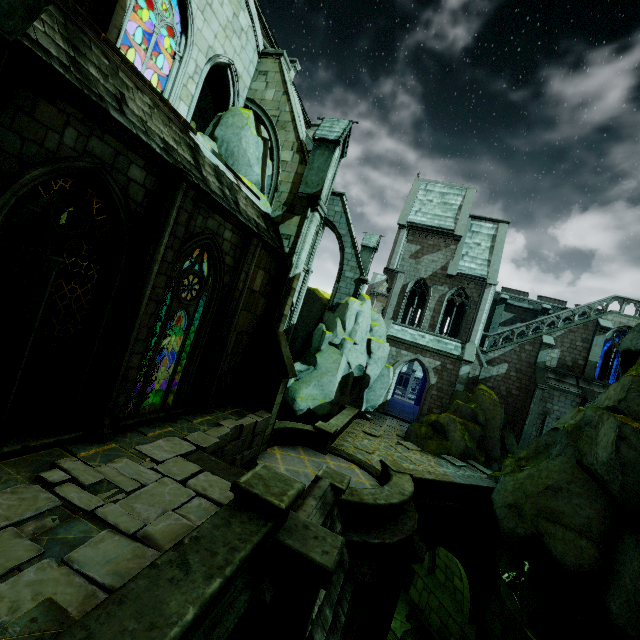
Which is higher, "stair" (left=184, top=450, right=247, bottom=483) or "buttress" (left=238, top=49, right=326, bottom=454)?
"buttress" (left=238, top=49, right=326, bottom=454)

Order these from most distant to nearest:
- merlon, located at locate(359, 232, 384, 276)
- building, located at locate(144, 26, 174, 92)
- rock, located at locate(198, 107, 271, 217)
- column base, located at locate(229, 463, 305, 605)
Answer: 1. merlon, located at locate(359, 232, 384, 276)
2. building, located at locate(144, 26, 174, 92)
3. rock, located at locate(198, 107, 271, 217)
4. column base, located at locate(229, 463, 305, 605)

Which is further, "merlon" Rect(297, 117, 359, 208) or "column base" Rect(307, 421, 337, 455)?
"column base" Rect(307, 421, 337, 455)

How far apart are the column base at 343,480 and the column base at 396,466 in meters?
2.9

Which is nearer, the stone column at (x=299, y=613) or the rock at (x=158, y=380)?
the stone column at (x=299, y=613)

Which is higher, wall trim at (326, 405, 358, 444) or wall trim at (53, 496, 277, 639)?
wall trim at (53, 496, 277, 639)

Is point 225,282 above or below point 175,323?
above

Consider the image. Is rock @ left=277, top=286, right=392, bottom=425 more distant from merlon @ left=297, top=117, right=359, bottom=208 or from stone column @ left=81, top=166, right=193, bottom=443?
merlon @ left=297, top=117, right=359, bottom=208
